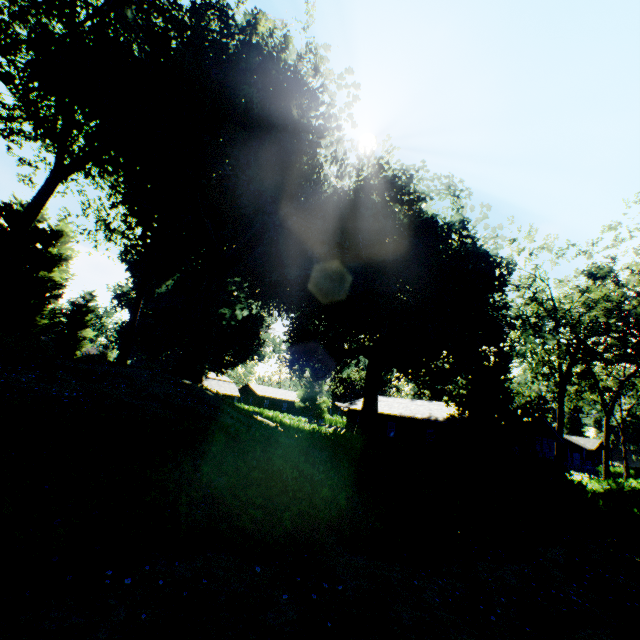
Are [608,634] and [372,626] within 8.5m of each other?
yes

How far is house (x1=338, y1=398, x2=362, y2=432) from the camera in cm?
4092

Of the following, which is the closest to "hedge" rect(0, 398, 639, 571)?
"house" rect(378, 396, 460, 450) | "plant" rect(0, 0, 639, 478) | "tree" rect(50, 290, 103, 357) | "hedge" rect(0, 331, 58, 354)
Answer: "plant" rect(0, 0, 639, 478)

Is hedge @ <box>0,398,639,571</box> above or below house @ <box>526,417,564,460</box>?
below

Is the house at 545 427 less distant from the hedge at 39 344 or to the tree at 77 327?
the tree at 77 327

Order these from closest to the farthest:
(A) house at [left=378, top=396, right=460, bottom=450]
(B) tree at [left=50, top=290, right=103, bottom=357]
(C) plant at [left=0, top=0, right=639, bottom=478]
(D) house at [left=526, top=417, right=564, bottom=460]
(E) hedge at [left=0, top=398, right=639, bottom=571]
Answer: (E) hedge at [left=0, top=398, right=639, bottom=571] < (C) plant at [left=0, top=0, right=639, bottom=478] < (D) house at [left=526, top=417, right=564, bottom=460] < (A) house at [left=378, top=396, right=460, bottom=450] < (B) tree at [left=50, top=290, right=103, bottom=357]

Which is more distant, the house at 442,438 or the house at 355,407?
the house at 355,407
